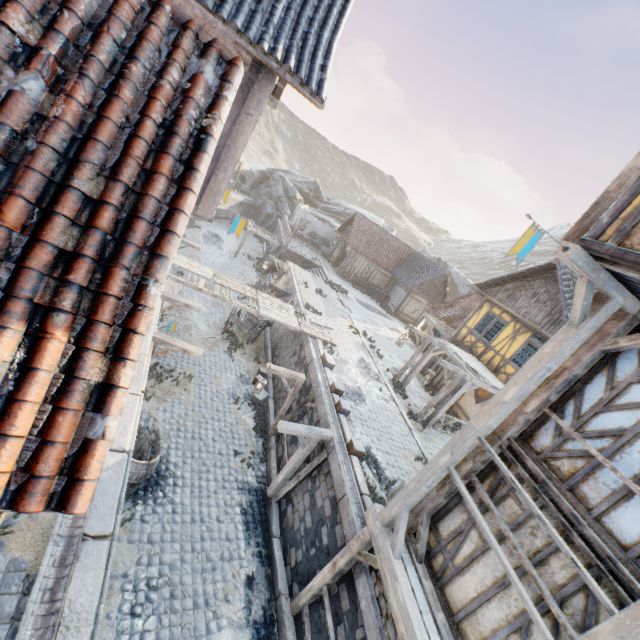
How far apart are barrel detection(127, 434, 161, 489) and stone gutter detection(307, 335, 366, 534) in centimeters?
473cm

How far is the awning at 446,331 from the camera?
19.6 meters

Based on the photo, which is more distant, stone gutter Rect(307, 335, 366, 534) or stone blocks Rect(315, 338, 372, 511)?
stone blocks Rect(315, 338, 372, 511)

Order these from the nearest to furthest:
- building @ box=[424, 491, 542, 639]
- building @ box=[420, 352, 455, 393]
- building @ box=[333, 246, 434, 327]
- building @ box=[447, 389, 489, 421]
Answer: building @ box=[424, 491, 542, 639], building @ box=[447, 389, 489, 421], building @ box=[420, 352, 455, 393], building @ box=[333, 246, 434, 327]

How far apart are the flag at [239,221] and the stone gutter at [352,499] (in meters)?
6.23

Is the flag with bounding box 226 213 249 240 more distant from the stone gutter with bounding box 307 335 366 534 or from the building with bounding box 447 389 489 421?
the building with bounding box 447 389 489 421

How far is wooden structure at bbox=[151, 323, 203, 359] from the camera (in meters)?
8.96

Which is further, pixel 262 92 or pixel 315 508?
pixel 315 508
